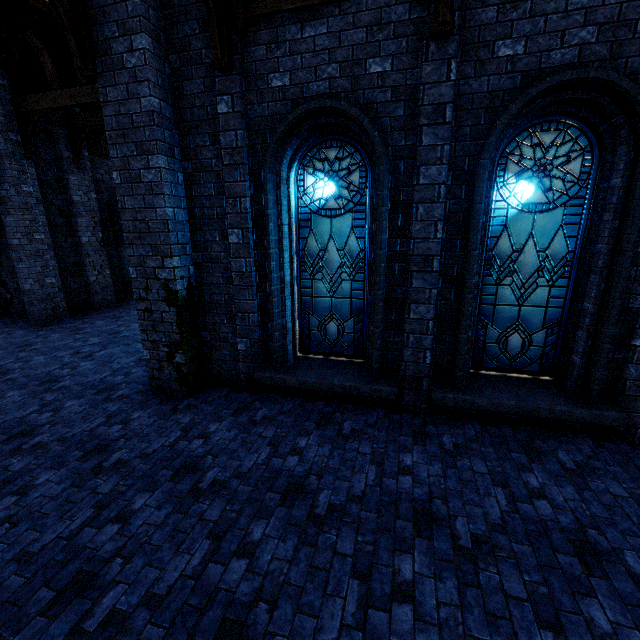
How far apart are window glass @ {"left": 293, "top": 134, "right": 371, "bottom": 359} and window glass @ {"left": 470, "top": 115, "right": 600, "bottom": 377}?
1.5m

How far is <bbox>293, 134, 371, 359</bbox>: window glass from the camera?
5.11m

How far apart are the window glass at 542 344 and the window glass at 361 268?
1.51m

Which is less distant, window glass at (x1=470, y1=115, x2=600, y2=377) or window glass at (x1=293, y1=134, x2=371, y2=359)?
window glass at (x1=470, y1=115, x2=600, y2=377)

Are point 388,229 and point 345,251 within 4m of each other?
yes

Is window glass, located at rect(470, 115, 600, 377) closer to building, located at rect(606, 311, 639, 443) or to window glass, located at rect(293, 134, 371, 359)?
building, located at rect(606, 311, 639, 443)

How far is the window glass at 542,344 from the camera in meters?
4.3 m

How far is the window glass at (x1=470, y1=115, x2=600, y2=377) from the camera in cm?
433
